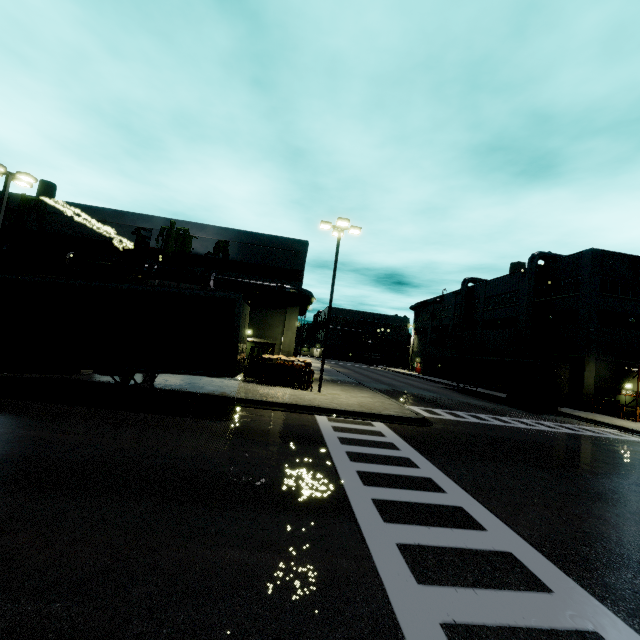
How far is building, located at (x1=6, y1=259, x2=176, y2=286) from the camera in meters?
23.6 m

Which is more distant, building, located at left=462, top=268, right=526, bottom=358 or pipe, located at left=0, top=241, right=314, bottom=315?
building, located at left=462, top=268, right=526, bottom=358

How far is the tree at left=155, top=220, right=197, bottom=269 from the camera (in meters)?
24.33

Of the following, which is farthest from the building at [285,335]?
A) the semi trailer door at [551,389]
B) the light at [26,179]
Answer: the semi trailer door at [551,389]

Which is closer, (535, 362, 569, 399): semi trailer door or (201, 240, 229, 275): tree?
(535, 362, 569, 399): semi trailer door

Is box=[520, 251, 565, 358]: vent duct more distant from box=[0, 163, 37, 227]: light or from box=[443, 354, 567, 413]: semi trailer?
box=[0, 163, 37, 227]: light

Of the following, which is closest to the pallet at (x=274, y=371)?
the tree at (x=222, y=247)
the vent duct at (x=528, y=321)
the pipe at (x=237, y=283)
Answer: the pipe at (x=237, y=283)

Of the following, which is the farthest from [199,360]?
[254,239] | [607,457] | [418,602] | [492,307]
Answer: [492,307]
